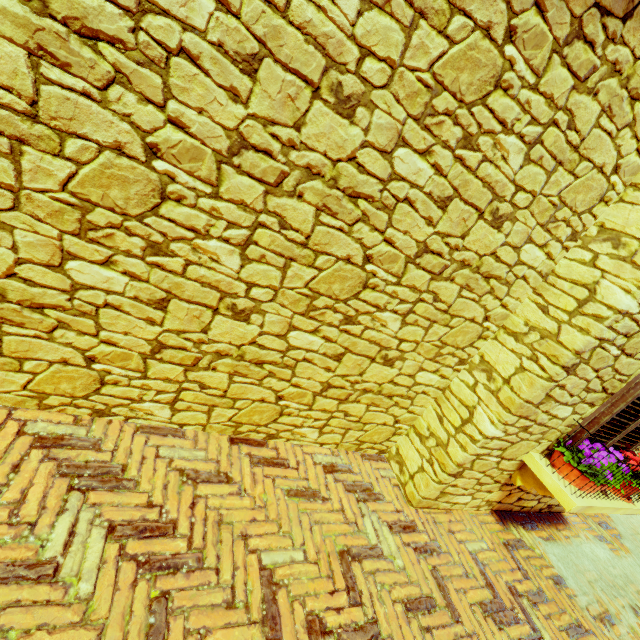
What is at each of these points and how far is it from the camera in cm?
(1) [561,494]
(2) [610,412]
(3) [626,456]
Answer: (1) window sill, 261
(2) window, 267
(3) flower pot, 308

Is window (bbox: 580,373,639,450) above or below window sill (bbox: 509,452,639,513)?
above

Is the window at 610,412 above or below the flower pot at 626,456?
above

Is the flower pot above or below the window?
below

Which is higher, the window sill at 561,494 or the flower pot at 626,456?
the flower pot at 626,456

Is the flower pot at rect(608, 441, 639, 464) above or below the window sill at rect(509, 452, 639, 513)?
above
